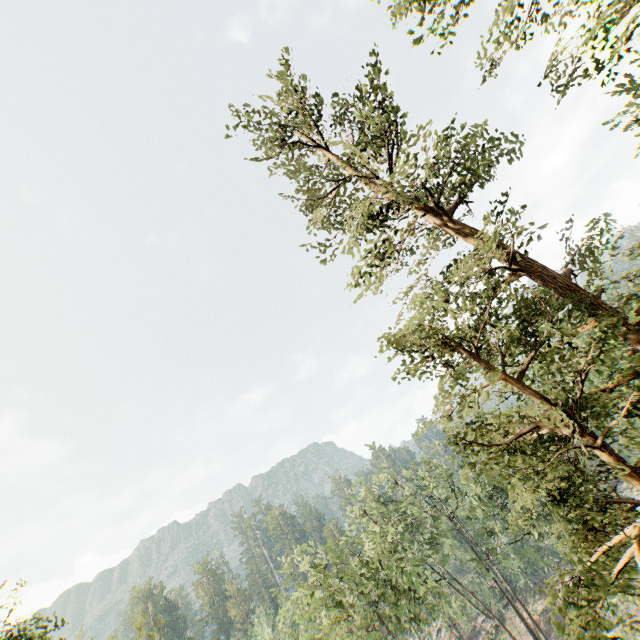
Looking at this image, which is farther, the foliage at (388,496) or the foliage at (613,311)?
the foliage at (388,496)

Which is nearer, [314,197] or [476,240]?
[476,240]

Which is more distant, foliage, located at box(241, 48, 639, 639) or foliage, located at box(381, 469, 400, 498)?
foliage, located at box(381, 469, 400, 498)

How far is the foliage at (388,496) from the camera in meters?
31.8

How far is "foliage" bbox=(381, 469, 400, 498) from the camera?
31.8 meters
